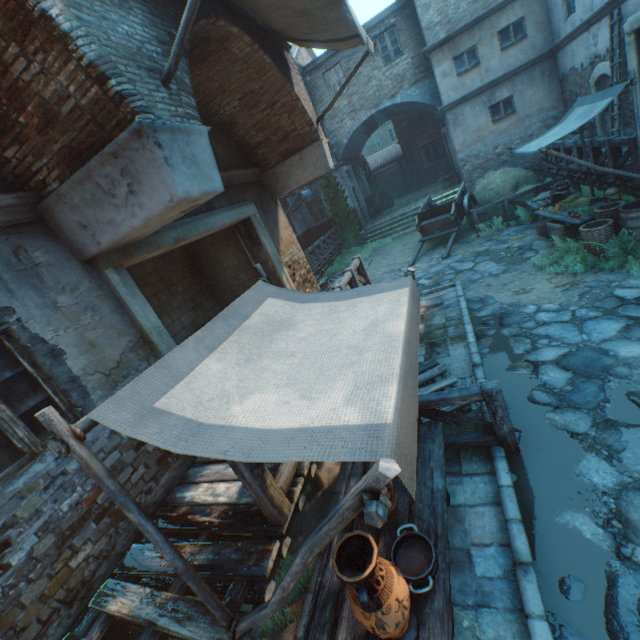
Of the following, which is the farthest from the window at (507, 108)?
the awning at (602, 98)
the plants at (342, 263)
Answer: the awning at (602, 98)

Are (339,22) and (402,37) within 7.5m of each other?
no

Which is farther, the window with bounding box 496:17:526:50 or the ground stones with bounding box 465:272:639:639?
the window with bounding box 496:17:526:50

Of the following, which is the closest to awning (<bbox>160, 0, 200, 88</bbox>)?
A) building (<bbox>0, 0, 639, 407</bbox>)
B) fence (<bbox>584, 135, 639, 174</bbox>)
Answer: building (<bbox>0, 0, 639, 407</bbox>)

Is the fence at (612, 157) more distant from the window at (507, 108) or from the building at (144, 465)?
the window at (507, 108)

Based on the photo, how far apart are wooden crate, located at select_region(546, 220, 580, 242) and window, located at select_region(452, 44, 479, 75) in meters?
10.6 m

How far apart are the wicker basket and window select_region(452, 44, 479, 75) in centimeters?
1168cm

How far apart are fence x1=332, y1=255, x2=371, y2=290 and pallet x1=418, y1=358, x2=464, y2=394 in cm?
14
